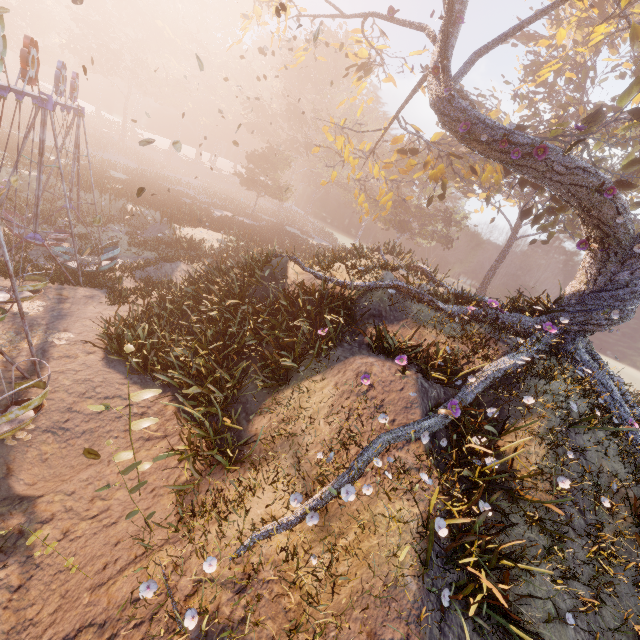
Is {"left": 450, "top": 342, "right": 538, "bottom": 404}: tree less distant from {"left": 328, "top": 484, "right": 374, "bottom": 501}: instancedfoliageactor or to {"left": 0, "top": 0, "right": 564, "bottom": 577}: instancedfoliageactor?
{"left": 328, "top": 484, "right": 374, "bottom": 501}: instancedfoliageactor

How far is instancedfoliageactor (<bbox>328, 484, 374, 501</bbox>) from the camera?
5.25m

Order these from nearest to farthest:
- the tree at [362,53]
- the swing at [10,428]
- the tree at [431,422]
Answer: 1. the tree at [431,422]
2. the swing at [10,428]
3. the tree at [362,53]

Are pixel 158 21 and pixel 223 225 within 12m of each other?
no

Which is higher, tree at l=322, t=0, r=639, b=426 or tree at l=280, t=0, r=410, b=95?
tree at l=280, t=0, r=410, b=95

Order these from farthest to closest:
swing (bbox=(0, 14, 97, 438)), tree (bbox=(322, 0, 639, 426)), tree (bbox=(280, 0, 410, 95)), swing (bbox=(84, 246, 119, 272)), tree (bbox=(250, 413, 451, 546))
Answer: tree (bbox=(280, 0, 410, 95)) < swing (bbox=(84, 246, 119, 272)) < tree (bbox=(322, 0, 639, 426)) < swing (bbox=(0, 14, 97, 438)) < tree (bbox=(250, 413, 451, 546))

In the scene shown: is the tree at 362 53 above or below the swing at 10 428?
above

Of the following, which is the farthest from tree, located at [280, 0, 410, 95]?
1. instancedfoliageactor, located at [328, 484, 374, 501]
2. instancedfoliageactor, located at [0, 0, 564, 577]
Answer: instancedfoliageactor, located at [0, 0, 564, 577]
